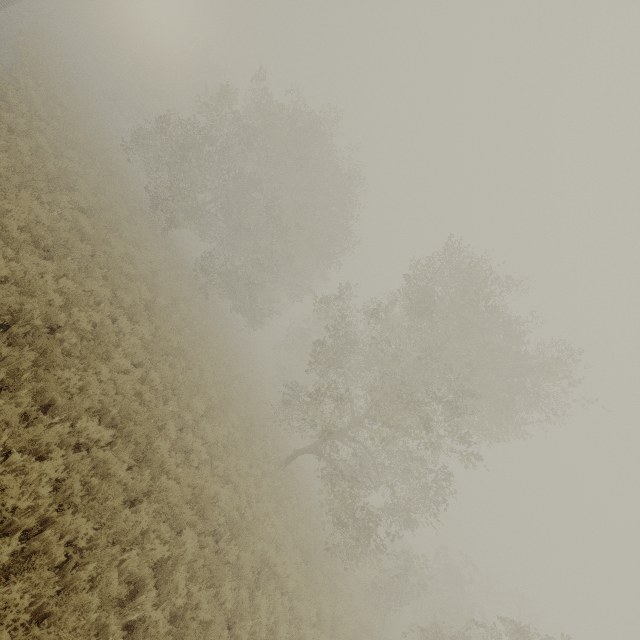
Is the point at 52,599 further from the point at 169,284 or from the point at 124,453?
the point at 169,284
